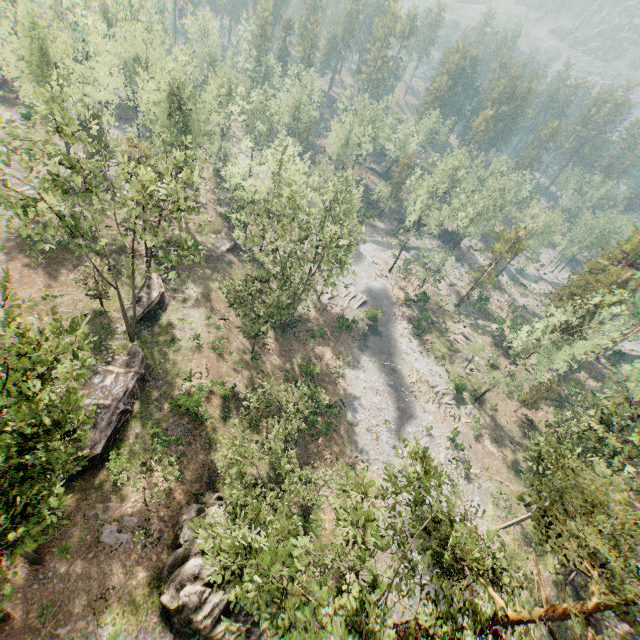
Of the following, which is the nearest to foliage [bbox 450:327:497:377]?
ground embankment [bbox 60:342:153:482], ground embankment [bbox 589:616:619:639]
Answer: ground embankment [bbox 589:616:619:639]

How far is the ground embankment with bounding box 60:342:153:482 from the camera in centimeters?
2400cm

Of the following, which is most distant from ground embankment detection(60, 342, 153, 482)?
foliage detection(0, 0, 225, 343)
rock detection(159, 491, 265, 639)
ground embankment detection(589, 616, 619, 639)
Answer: ground embankment detection(589, 616, 619, 639)

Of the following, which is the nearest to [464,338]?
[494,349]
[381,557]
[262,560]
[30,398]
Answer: [494,349]

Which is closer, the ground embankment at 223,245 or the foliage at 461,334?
the foliage at 461,334

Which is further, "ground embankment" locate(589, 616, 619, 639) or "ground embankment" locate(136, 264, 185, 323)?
"ground embankment" locate(136, 264, 185, 323)

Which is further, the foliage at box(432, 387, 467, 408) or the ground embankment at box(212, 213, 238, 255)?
the ground embankment at box(212, 213, 238, 255)

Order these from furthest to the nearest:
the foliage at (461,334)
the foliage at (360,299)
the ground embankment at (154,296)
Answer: the foliage at (360,299) < the foliage at (461,334) < the ground embankment at (154,296)
